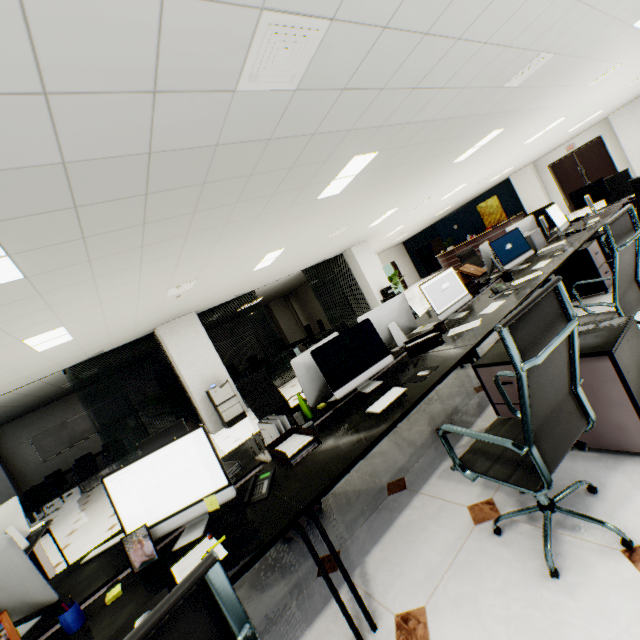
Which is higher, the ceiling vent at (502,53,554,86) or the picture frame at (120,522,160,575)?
the ceiling vent at (502,53,554,86)

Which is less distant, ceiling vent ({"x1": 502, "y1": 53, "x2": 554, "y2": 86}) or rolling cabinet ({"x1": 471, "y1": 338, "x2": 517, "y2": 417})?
rolling cabinet ({"x1": 471, "y1": 338, "x2": 517, "y2": 417})

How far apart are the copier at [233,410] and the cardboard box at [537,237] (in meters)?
6.62

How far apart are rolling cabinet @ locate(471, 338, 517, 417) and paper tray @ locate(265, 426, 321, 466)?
1.2m

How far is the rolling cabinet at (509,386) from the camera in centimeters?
212cm

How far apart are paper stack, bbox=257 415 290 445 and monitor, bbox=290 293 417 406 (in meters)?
0.43

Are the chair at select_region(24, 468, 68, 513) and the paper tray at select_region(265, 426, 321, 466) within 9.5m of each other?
no

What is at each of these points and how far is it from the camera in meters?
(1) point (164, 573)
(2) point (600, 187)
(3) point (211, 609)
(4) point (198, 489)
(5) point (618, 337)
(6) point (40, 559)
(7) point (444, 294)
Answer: (1) table, 1.5 m
(2) monitor, 5.4 m
(3) chair, 0.7 m
(4) monitor, 1.8 m
(5) rolling cabinet, 1.7 m
(6) rolling cabinet, 4.1 m
(7) monitor, 3.5 m
